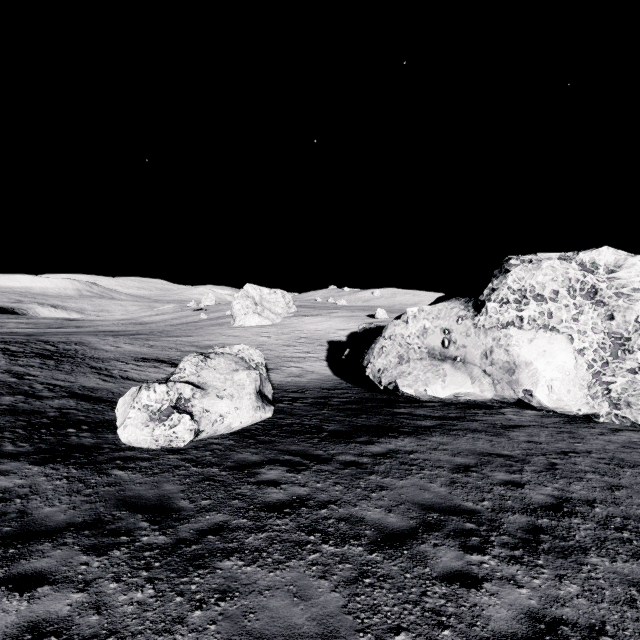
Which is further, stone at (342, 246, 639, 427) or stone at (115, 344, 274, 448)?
stone at (342, 246, 639, 427)

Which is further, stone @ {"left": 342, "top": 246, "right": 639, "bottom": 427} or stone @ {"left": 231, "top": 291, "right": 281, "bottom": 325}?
stone @ {"left": 231, "top": 291, "right": 281, "bottom": 325}

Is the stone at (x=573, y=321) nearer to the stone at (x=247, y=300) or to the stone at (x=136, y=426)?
the stone at (x=136, y=426)

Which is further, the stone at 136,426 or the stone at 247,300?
the stone at 247,300

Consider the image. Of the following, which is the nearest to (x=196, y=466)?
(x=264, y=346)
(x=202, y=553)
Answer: (x=202, y=553)

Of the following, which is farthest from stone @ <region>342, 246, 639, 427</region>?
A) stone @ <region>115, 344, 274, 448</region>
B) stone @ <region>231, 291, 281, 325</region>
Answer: stone @ <region>231, 291, 281, 325</region>

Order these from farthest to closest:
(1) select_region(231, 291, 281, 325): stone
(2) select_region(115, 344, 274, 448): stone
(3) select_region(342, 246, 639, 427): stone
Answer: (1) select_region(231, 291, 281, 325): stone < (3) select_region(342, 246, 639, 427): stone < (2) select_region(115, 344, 274, 448): stone

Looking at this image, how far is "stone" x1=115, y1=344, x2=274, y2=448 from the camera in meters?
8.7 m
